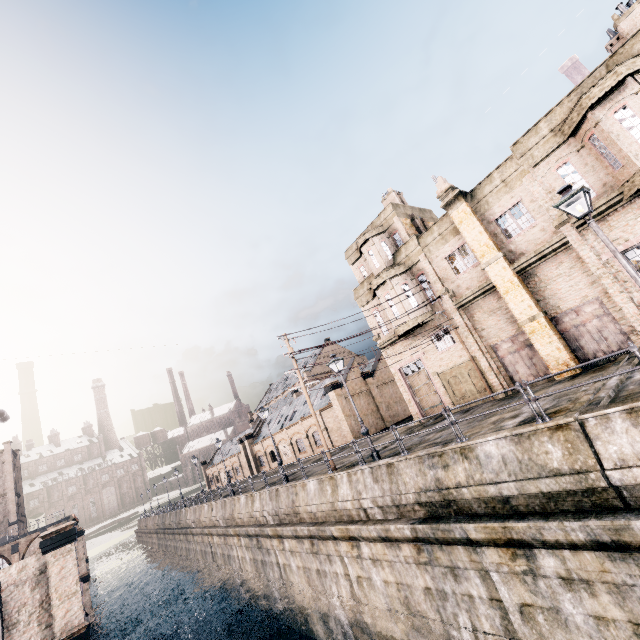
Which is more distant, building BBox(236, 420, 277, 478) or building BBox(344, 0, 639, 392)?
building BBox(236, 420, 277, 478)

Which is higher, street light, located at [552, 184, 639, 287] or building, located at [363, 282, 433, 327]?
building, located at [363, 282, 433, 327]

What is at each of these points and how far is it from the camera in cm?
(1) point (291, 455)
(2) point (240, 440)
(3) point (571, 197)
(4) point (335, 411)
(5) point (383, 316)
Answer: (1) building, 4488
(2) building, 5638
(3) street light, 877
(4) building, 3525
(5) building, 2697

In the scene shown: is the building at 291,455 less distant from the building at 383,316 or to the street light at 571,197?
the building at 383,316

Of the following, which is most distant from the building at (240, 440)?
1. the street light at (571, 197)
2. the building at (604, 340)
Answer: the street light at (571, 197)

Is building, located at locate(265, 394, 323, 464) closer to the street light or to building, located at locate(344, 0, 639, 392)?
building, located at locate(344, 0, 639, 392)

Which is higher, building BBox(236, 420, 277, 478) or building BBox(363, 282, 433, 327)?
building BBox(363, 282, 433, 327)
